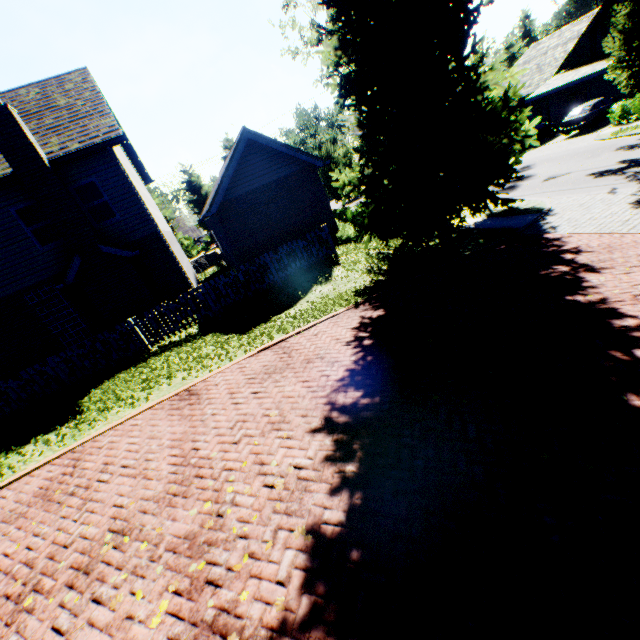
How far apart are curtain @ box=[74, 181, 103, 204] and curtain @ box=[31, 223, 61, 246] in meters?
1.1 m

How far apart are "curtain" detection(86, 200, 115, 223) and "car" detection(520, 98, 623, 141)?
28.9 meters

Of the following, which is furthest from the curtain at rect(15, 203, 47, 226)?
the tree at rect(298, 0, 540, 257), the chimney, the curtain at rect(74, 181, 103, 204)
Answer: the tree at rect(298, 0, 540, 257)

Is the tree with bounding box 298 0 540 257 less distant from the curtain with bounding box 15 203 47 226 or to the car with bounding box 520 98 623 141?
the car with bounding box 520 98 623 141

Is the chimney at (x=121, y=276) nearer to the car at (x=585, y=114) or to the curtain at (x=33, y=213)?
the curtain at (x=33, y=213)

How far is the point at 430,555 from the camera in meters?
3.0

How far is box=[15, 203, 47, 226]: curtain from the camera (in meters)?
11.91

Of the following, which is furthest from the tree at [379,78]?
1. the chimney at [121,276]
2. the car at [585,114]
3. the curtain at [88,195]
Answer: the curtain at [88,195]
